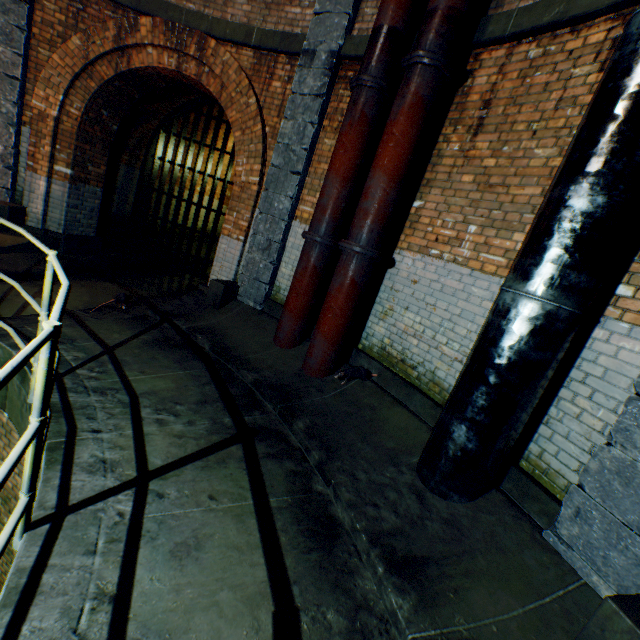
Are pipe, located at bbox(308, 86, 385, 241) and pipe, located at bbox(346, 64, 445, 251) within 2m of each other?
yes

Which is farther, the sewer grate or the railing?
the sewer grate

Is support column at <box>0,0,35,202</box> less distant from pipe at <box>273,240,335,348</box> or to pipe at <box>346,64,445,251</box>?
pipe at <box>273,240,335,348</box>

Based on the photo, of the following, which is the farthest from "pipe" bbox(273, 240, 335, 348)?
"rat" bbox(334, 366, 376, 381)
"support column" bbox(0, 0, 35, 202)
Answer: "support column" bbox(0, 0, 35, 202)

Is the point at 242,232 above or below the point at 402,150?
below

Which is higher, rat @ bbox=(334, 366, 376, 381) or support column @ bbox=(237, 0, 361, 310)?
support column @ bbox=(237, 0, 361, 310)

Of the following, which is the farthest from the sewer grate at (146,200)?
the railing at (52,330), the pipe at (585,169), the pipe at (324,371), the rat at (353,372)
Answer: the pipe at (585,169)

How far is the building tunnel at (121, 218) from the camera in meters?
7.7
